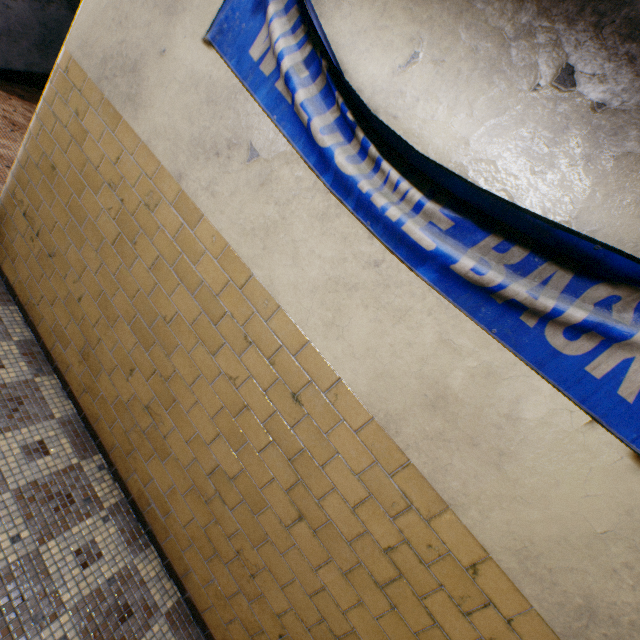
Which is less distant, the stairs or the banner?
the banner

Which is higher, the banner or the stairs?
the banner

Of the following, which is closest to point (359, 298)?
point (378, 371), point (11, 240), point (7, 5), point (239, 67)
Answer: point (378, 371)

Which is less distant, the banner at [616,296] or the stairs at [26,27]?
the banner at [616,296]

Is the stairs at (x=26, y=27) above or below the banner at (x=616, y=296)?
below
